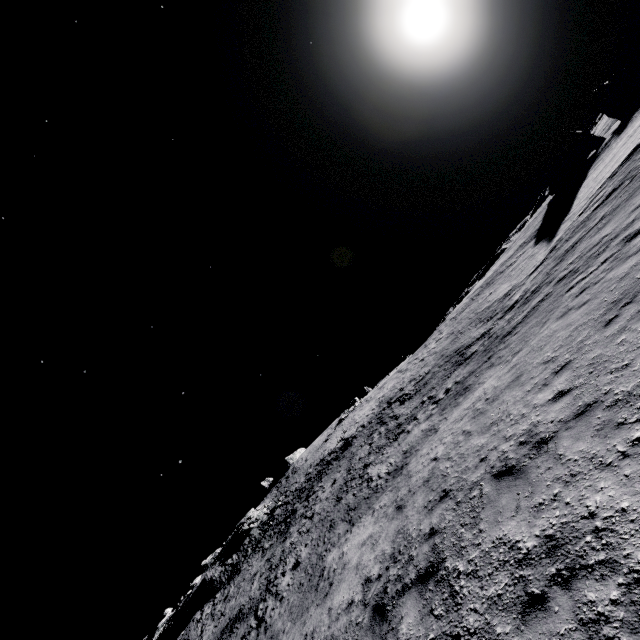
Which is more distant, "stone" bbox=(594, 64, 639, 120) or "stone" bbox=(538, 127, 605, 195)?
"stone" bbox=(594, 64, 639, 120)

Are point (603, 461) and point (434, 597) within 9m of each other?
yes

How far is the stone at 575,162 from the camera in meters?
39.7 m

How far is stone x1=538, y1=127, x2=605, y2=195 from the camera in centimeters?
3972cm

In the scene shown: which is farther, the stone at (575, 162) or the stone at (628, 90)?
the stone at (628, 90)
